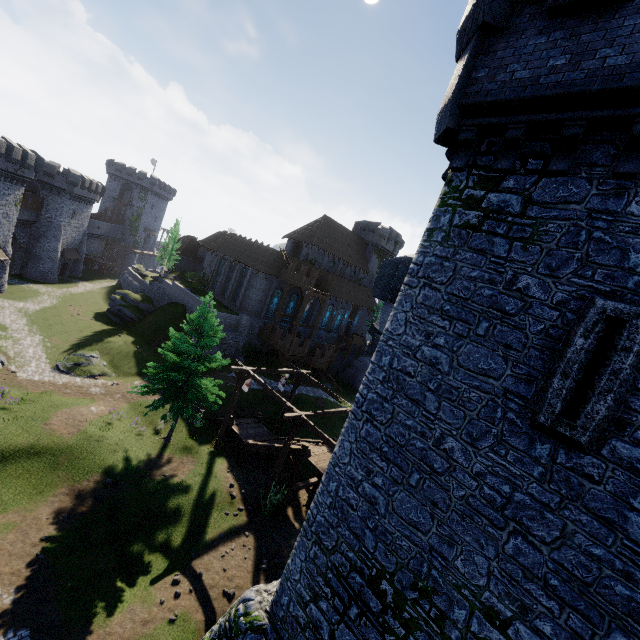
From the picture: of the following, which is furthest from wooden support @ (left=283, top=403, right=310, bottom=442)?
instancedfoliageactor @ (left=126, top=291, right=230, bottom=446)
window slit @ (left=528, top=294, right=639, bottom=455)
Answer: window slit @ (left=528, top=294, right=639, bottom=455)

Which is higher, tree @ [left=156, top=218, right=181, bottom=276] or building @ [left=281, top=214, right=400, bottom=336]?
building @ [left=281, top=214, right=400, bottom=336]

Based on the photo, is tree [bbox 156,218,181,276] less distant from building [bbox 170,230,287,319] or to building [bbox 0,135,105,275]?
building [bbox 170,230,287,319]

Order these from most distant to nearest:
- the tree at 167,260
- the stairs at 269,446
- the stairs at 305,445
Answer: the tree at 167,260 < the stairs at 269,446 < the stairs at 305,445

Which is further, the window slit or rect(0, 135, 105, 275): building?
rect(0, 135, 105, 275): building

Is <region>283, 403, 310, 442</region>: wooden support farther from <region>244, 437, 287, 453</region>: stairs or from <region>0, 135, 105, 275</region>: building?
<region>0, 135, 105, 275</region>: building

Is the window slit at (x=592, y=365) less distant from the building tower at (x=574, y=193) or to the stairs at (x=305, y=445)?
the building tower at (x=574, y=193)

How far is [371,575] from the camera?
7.3m
